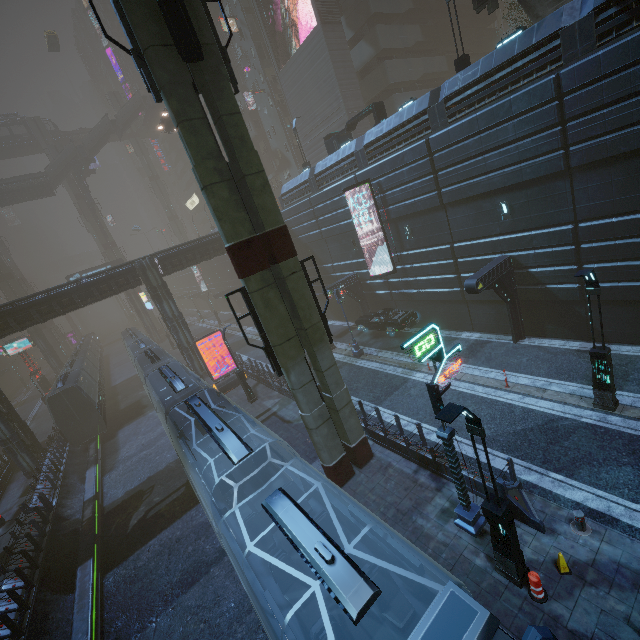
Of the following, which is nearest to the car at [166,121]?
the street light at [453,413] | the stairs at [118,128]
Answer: the stairs at [118,128]

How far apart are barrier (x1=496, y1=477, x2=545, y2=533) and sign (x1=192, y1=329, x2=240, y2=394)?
20.31m

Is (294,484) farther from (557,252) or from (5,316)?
(5,316)

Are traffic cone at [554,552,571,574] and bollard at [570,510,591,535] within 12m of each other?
yes

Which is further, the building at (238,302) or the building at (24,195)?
the building at (238,302)

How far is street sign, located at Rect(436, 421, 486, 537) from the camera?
8.8 meters

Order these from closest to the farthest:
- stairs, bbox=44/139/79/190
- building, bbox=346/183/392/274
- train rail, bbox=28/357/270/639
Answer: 1. train rail, bbox=28/357/270/639
2. building, bbox=346/183/392/274
3. stairs, bbox=44/139/79/190

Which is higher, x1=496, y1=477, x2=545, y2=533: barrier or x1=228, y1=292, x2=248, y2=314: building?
x1=228, y1=292, x2=248, y2=314: building
